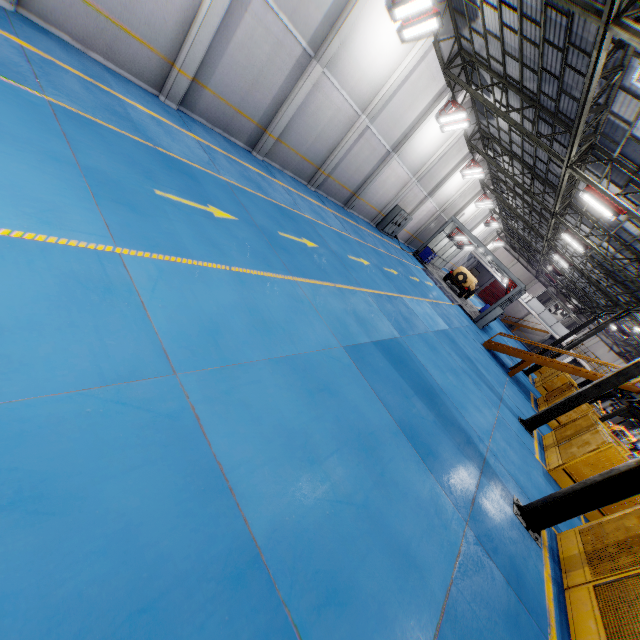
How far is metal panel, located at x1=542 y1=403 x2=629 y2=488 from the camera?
10.8m

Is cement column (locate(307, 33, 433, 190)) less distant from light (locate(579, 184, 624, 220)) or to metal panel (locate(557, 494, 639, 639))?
light (locate(579, 184, 624, 220))

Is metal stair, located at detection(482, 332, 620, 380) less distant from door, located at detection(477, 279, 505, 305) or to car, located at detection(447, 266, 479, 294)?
car, located at detection(447, 266, 479, 294)

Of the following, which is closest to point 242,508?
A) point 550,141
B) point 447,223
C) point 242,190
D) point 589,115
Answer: point 242,190

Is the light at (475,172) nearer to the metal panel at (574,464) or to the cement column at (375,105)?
the cement column at (375,105)

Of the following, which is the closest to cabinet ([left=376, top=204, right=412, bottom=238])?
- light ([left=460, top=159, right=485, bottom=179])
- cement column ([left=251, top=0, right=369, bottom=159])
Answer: light ([left=460, top=159, right=485, bottom=179])

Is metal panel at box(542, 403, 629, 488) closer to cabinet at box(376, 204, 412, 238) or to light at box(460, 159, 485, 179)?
cabinet at box(376, 204, 412, 238)

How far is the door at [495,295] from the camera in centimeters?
5419cm
